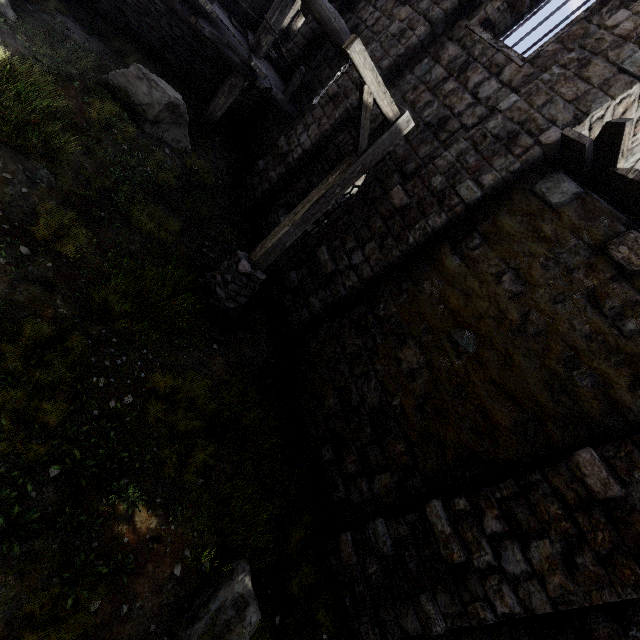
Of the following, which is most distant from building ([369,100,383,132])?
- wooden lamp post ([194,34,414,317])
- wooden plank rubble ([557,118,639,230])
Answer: wooden lamp post ([194,34,414,317])

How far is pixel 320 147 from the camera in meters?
8.9 m

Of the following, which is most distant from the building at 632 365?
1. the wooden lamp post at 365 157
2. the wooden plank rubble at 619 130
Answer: the wooden lamp post at 365 157

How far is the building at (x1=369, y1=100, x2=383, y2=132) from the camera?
7.8 meters

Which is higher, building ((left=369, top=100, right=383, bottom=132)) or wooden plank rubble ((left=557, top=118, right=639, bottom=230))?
wooden plank rubble ((left=557, top=118, right=639, bottom=230))

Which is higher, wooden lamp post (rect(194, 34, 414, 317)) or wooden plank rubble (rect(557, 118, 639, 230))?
wooden plank rubble (rect(557, 118, 639, 230))
